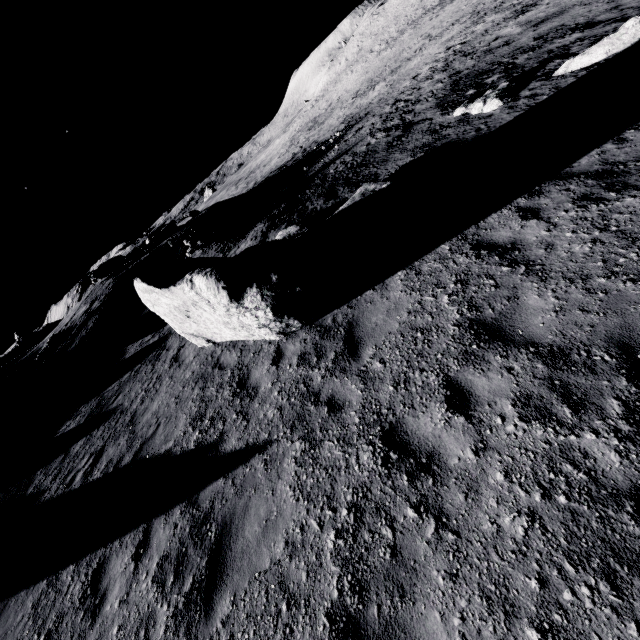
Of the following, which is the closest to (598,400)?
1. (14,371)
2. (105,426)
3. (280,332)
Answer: (280,332)

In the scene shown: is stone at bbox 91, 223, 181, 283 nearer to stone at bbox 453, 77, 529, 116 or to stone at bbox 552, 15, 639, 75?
stone at bbox 453, 77, 529, 116

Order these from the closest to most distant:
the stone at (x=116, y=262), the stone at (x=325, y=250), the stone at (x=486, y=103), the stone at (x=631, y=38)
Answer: the stone at (x=325, y=250) → the stone at (x=631, y=38) → the stone at (x=486, y=103) → the stone at (x=116, y=262)

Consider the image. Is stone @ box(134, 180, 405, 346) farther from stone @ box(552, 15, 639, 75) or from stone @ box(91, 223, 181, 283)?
stone @ box(91, 223, 181, 283)

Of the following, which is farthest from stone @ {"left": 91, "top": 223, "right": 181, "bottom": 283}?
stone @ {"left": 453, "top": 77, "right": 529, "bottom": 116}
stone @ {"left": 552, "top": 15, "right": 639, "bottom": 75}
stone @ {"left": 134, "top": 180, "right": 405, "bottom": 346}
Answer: stone @ {"left": 552, "top": 15, "right": 639, "bottom": 75}

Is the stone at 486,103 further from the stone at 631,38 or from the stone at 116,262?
the stone at 116,262
